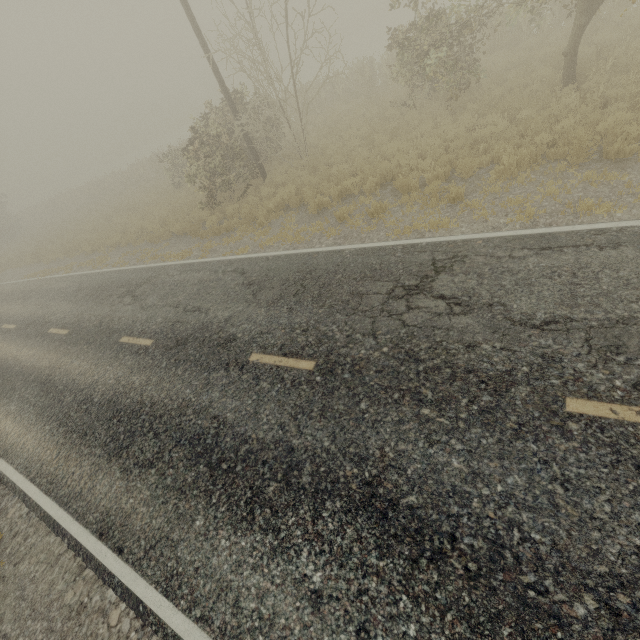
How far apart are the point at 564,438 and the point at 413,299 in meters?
3.0 m
